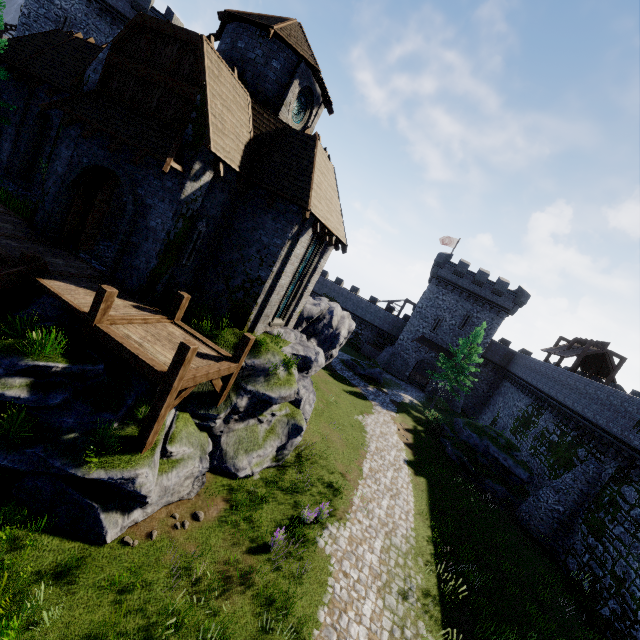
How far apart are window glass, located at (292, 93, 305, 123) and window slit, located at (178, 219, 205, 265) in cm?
744

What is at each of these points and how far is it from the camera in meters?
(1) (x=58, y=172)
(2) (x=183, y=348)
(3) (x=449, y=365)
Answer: (1) building, 12.5 m
(2) walkway, 7.9 m
(3) tree, 33.7 m

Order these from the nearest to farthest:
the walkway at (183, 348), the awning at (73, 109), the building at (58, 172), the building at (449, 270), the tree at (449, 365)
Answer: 1. the walkway at (183, 348)
2. the awning at (73, 109)
3. the building at (58, 172)
4. the tree at (449, 365)
5. the building at (449, 270)

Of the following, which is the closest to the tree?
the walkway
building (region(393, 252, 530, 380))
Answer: building (region(393, 252, 530, 380))

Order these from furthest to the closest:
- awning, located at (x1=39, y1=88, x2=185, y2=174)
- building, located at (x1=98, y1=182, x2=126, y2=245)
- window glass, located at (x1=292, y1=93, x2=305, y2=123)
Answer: window glass, located at (x1=292, y1=93, x2=305, y2=123), building, located at (x1=98, y1=182, x2=126, y2=245), awning, located at (x1=39, y1=88, x2=185, y2=174)

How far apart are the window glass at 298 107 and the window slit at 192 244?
7.4m

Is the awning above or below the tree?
above

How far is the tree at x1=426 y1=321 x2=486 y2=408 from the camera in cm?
3275
